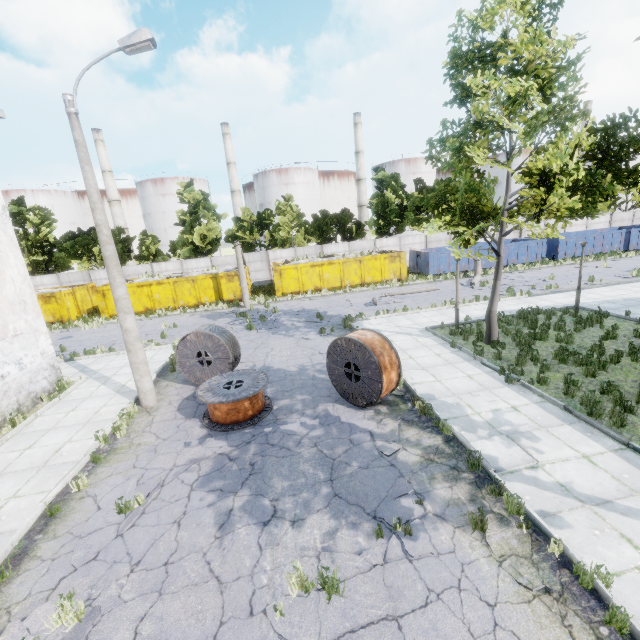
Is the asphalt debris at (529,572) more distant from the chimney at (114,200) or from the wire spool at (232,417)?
the chimney at (114,200)

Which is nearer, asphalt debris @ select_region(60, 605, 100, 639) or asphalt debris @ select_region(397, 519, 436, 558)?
asphalt debris @ select_region(60, 605, 100, 639)

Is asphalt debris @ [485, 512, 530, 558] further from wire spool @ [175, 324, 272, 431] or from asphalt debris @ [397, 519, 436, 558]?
wire spool @ [175, 324, 272, 431]

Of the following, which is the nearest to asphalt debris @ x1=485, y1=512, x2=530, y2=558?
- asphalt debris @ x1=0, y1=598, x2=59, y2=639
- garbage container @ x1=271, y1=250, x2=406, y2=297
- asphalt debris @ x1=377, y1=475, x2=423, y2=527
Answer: asphalt debris @ x1=377, y1=475, x2=423, y2=527

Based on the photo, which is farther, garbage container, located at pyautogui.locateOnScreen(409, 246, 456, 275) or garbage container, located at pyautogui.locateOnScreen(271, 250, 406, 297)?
garbage container, located at pyautogui.locateOnScreen(409, 246, 456, 275)

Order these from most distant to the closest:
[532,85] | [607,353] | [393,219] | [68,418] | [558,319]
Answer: [393,219] < [558,319] < [607,353] < [68,418] < [532,85]

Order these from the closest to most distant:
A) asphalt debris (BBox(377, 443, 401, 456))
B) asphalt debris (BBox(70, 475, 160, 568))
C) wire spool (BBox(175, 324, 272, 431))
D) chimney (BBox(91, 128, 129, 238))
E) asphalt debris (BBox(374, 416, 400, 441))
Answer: asphalt debris (BBox(70, 475, 160, 568)) < asphalt debris (BBox(377, 443, 401, 456)) < asphalt debris (BBox(374, 416, 400, 441)) < wire spool (BBox(175, 324, 272, 431)) < chimney (BBox(91, 128, 129, 238))

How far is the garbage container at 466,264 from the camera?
29.39m
